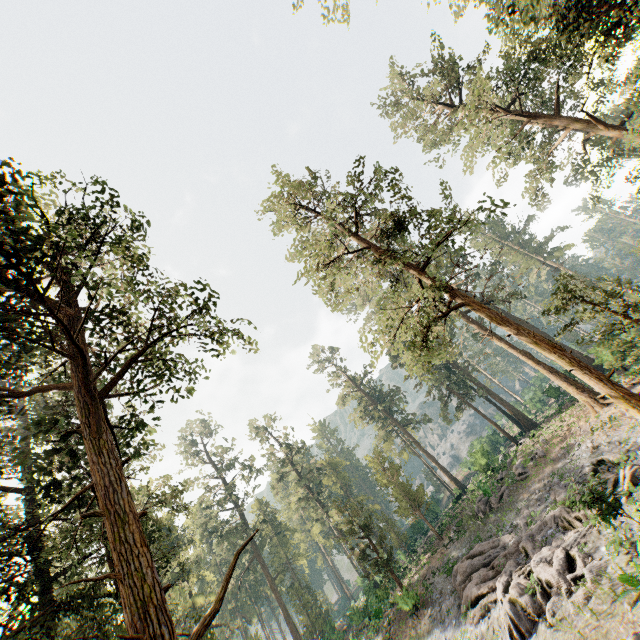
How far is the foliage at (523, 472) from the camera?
27.22m

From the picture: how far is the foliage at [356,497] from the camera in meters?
27.9

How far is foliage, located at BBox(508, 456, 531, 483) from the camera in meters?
27.2 m

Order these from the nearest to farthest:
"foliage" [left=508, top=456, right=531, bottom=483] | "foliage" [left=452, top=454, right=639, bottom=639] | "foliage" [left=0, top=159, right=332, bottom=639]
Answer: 1. "foliage" [left=0, top=159, right=332, bottom=639]
2. "foliage" [left=452, top=454, right=639, bottom=639]
3. "foliage" [left=508, top=456, right=531, bottom=483]

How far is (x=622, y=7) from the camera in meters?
14.4 m

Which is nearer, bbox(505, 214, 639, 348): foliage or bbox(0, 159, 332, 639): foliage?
bbox(0, 159, 332, 639): foliage

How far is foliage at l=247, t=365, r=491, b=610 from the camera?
27.9m
